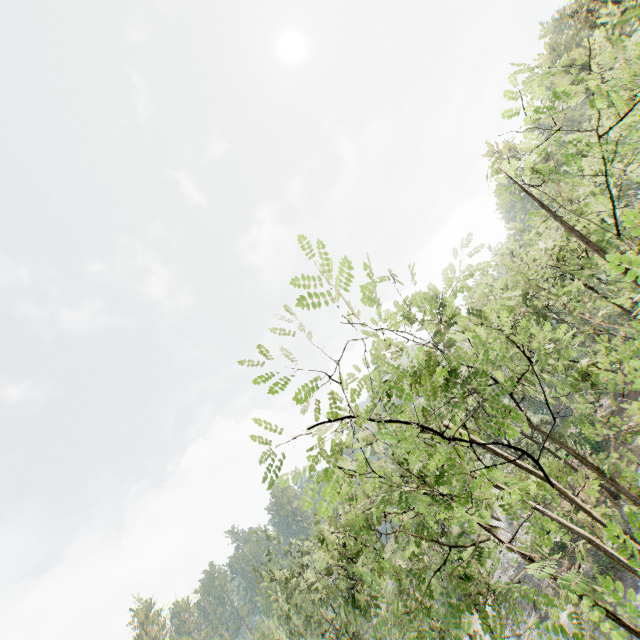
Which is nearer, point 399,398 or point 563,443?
point 399,398

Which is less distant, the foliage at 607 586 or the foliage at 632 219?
the foliage at 607 586

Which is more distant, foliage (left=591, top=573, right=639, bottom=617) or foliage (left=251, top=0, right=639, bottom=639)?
foliage (left=251, top=0, right=639, bottom=639)
